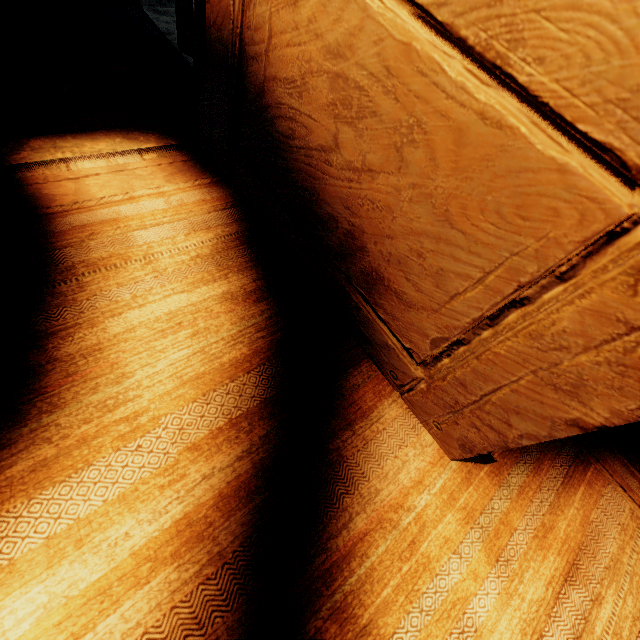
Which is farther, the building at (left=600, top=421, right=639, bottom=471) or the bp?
the building at (left=600, top=421, right=639, bottom=471)

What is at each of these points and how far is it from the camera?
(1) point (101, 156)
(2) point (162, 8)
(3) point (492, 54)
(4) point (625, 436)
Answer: (1) building, 1.2m
(2) z, 3.8m
(3) bp, 0.5m
(4) building, 1.3m

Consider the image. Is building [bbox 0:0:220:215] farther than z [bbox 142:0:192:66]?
No

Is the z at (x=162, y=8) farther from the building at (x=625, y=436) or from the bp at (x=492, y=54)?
the bp at (x=492, y=54)

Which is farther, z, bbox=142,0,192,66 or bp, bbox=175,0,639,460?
z, bbox=142,0,192,66

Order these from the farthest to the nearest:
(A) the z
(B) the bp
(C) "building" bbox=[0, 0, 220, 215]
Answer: (A) the z
(C) "building" bbox=[0, 0, 220, 215]
(B) the bp

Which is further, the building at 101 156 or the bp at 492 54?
the building at 101 156
